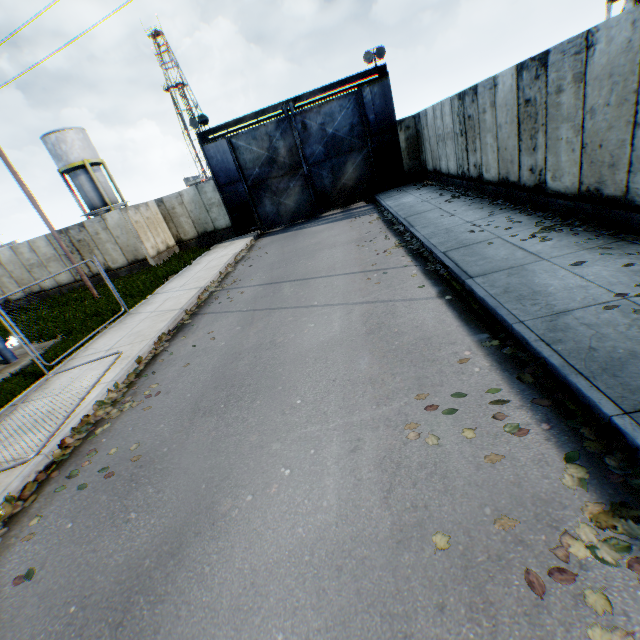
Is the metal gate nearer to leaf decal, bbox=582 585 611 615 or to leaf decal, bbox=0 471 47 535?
leaf decal, bbox=0 471 47 535

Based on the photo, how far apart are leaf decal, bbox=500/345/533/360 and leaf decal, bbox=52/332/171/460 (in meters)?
6.03

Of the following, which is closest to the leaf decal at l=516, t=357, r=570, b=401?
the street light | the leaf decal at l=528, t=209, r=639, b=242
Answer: the leaf decal at l=528, t=209, r=639, b=242

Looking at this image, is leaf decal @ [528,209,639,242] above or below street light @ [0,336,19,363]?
below

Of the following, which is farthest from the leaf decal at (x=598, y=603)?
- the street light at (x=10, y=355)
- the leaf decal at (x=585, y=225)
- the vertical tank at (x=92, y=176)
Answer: the vertical tank at (x=92, y=176)

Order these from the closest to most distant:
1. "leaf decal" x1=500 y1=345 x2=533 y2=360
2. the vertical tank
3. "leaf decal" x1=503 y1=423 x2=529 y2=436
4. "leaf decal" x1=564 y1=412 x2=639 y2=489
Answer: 1. "leaf decal" x1=564 y1=412 x2=639 y2=489
2. "leaf decal" x1=503 y1=423 x2=529 y2=436
3. "leaf decal" x1=500 y1=345 x2=533 y2=360
4. the vertical tank

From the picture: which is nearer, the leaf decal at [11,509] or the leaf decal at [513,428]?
the leaf decal at [513,428]

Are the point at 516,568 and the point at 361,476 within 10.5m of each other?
yes
